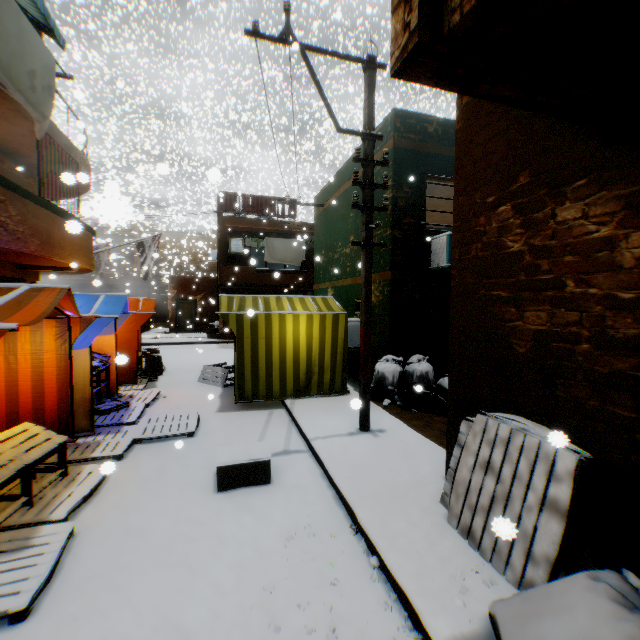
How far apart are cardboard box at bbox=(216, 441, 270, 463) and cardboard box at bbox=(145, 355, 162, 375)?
3.6m

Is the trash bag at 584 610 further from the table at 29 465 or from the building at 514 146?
the table at 29 465

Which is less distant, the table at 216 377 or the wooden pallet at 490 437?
the wooden pallet at 490 437

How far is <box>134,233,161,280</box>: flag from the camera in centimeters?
1319cm

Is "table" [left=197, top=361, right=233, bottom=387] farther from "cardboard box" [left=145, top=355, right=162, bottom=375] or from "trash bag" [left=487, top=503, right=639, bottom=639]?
"trash bag" [left=487, top=503, right=639, bottom=639]

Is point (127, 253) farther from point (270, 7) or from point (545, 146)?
point (270, 7)

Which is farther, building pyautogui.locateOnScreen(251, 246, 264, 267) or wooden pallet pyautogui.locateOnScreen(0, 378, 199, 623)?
building pyautogui.locateOnScreen(251, 246, 264, 267)

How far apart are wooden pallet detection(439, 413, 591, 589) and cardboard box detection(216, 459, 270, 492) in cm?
180
